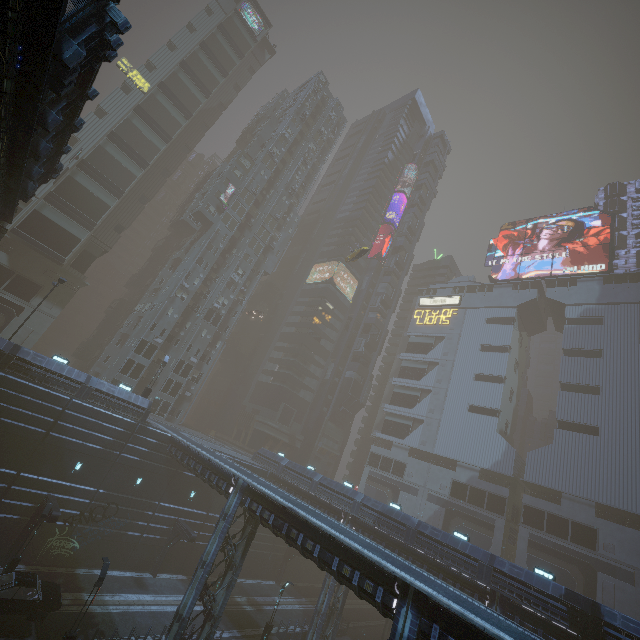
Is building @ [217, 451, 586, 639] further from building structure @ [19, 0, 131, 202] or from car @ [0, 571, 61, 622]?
building structure @ [19, 0, 131, 202]

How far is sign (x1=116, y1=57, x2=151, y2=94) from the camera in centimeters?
4656cm

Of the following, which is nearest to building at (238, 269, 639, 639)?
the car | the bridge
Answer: the car

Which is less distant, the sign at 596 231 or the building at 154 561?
the building at 154 561

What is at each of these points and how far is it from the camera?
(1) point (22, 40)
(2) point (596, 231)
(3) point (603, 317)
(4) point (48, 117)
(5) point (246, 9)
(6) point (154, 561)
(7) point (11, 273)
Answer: (1) bridge, 7.8m
(2) sign, 59.3m
(3) building, 51.3m
(4) building structure, 11.8m
(5) sign, 58.3m
(6) building, 31.5m
(7) building, 38.3m

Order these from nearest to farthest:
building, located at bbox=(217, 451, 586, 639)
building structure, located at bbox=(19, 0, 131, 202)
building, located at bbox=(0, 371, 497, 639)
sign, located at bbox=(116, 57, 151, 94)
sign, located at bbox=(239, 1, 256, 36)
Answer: building structure, located at bbox=(19, 0, 131, 202) → building, located at bbox=(0, 371, 497, 639) → building, located at bbox=(217, 451, 586, 639) → sign, located at bbox=(116, 57, 151, 94) → sign, located at bbox=(239, 1, 256, 36)

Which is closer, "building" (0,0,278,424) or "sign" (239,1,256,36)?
"building" (0,0,278,424)
